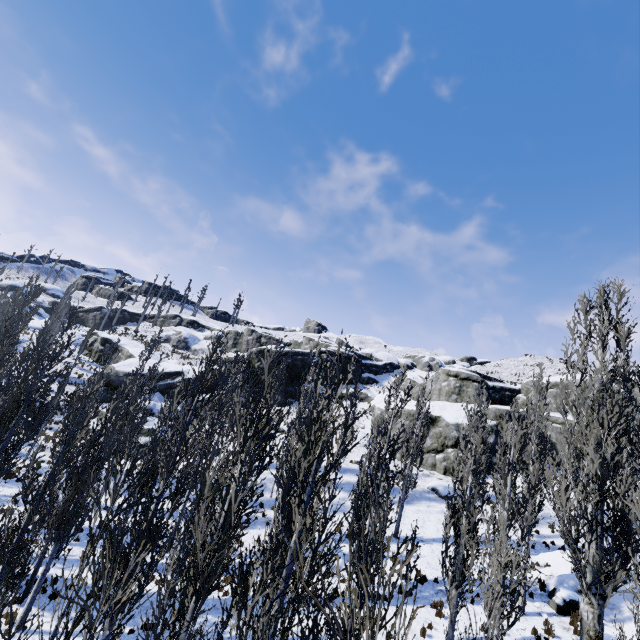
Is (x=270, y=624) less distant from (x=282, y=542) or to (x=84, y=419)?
(x=282, y=542)

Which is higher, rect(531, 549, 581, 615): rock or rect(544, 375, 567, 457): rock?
rect(544, 375, 567, 457): rock

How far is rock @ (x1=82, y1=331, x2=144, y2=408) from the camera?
34.16m

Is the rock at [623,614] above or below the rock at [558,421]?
below

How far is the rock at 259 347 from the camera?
42.7m
